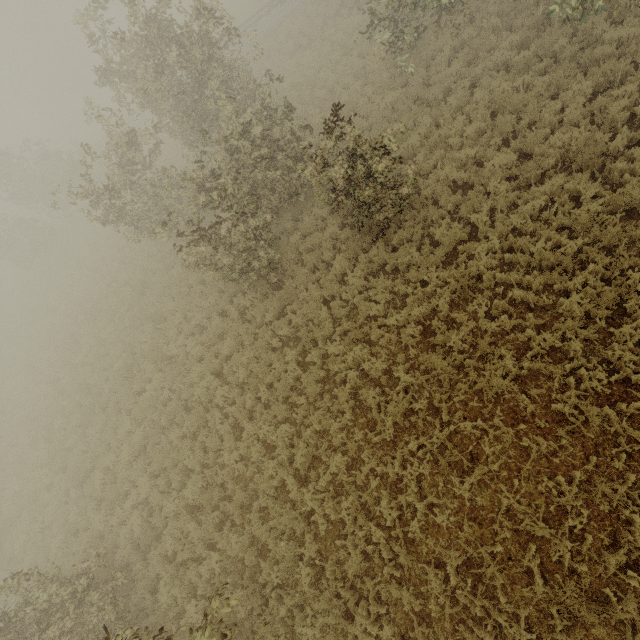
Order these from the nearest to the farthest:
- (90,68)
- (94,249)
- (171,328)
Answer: (171,328), (94,249), (90,68)

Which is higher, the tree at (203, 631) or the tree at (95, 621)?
the tree at (203, 631)

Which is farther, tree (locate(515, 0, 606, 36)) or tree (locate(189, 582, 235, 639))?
tree (locate(515, 0, 606, 36))

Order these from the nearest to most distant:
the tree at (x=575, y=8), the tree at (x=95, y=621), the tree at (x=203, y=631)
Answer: the tree at (x=203, y=631) < the tree at (x=95, y=621) < the tree at (x=575, y=8)

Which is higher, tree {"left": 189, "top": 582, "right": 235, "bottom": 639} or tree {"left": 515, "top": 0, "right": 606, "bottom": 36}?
tree {"left": 189, "top": 582, "right": 235, "bottom": 639}

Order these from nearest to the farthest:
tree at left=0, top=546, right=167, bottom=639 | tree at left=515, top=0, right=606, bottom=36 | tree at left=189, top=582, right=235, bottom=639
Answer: tree at left=189, top=582, right=235, bottom=639
tree at left=0, top=546, right=167, bottom=639
tree at left=515, top=0, right=606, bottom=36
